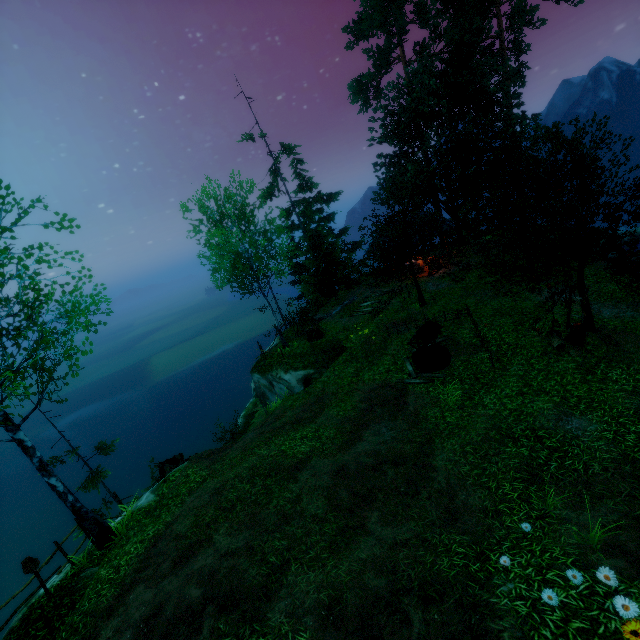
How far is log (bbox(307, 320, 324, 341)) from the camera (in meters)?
20.11

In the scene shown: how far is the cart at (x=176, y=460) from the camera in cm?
1582

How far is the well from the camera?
13.08m

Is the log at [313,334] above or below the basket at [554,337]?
above

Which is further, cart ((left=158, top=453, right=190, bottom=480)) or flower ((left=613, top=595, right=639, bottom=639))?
cart ((left=158, top=453, right=190, bottom=480))

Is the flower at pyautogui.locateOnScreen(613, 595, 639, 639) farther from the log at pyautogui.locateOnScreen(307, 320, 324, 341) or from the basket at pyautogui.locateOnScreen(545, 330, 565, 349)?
the log at pyautogui.locateOnScreen(307, 320, 324, 341)

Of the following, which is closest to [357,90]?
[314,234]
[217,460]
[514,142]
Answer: [514,142]

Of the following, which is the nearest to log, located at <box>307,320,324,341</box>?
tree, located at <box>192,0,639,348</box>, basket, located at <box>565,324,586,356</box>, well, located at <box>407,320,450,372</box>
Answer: well, located at <box>407,320,450,372</box>
